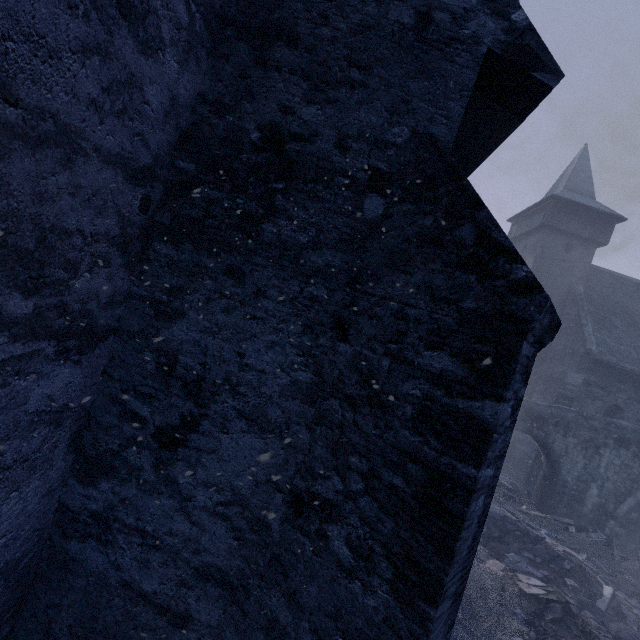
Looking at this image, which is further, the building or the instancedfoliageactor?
the instancedfoliageactor

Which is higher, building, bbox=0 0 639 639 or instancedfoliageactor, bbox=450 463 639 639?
building, bbox=0 0 639 639

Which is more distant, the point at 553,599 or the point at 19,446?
the point at 553,599

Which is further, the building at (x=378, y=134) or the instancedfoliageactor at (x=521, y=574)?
the instancedfoliageactor at (x=521, y=574)

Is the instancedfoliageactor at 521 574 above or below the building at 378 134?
below
